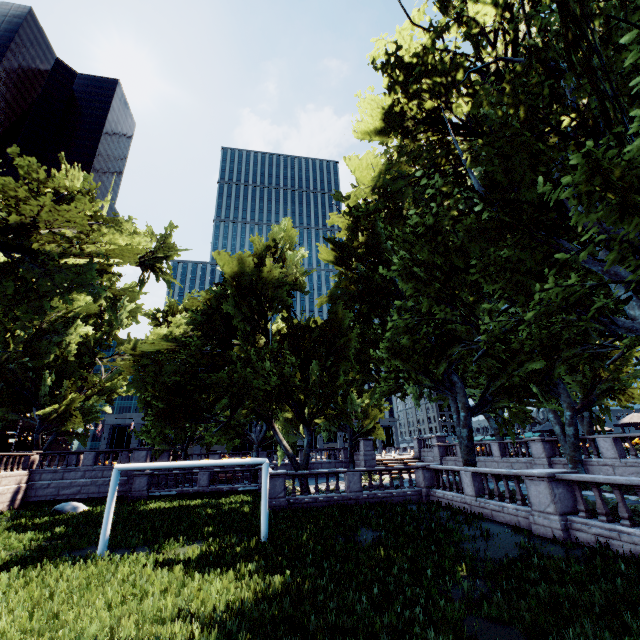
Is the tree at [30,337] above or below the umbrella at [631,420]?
above

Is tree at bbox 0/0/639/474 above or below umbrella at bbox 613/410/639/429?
above

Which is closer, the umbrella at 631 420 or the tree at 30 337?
the tree at 30 337

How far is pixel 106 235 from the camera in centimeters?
1900cm

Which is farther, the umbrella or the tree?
the umbrella
